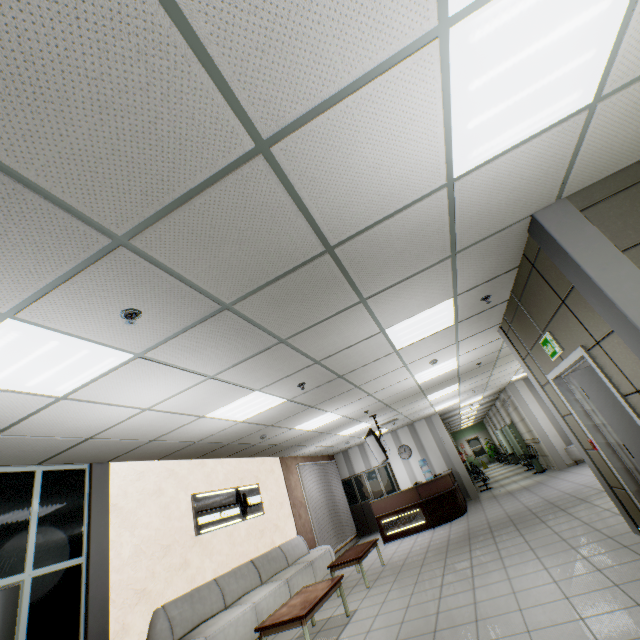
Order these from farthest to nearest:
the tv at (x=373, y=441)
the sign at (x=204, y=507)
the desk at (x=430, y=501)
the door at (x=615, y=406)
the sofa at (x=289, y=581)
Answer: the desk at (x=430, y=501) → the tv at (x=373, y=441) → the sign at (x=204, y=507) → the sofa at (x=289, y=581) → the door at (x=615, y=406)

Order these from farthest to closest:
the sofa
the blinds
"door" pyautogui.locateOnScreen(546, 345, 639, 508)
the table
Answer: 1. the blinds
2. the sofa
3. the table
4. "door" pyautogui.locateOnScreen(546, 345, 639, 508)

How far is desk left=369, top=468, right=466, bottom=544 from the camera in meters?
9.7 m

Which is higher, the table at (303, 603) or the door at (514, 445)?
the door at (514, 445)

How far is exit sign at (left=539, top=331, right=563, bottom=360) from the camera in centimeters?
384cm

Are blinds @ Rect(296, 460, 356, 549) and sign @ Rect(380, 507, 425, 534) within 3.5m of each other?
yes

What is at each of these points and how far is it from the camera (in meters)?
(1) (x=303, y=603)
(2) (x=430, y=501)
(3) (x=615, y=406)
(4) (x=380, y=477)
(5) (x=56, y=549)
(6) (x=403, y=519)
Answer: (1) table, 4.63
(2) desk, 9.83
(3) door, 4.14
(4) cabinet, 13.13
(5) doorway, 4.26
(6) sign, 9.88

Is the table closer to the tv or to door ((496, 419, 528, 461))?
the tv
